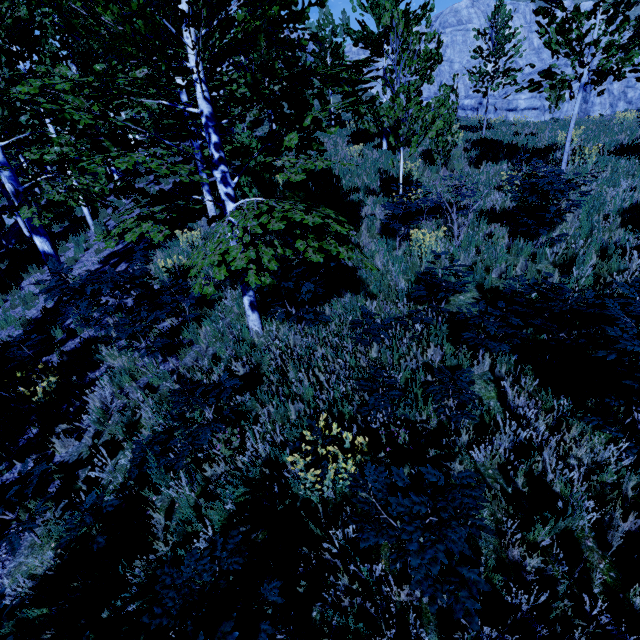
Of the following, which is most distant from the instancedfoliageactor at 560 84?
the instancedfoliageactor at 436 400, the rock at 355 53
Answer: the rock at 355 53

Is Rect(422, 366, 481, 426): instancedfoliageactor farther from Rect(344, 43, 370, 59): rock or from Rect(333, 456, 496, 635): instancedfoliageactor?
Rect(344, 43, 370, 59): rock

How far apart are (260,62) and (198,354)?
4.7m

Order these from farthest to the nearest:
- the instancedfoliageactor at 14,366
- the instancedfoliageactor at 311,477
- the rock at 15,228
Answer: the rock at 15,228 → the instancedfoliageactor at 14,366 → the instancedfoliageactor at 311,477

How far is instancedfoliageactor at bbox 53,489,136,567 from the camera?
3.2 meters

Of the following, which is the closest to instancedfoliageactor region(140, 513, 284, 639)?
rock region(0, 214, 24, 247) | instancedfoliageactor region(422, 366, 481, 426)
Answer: rock region(0, 214, 24, 247)

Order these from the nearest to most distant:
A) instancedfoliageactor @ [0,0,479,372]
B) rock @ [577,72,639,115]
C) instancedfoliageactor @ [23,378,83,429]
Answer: instancedfoliageactor @ [0,0,479,372]
instancedfoliageactor @ [23,378,83,429]
rock @ [577,72,639,115]
